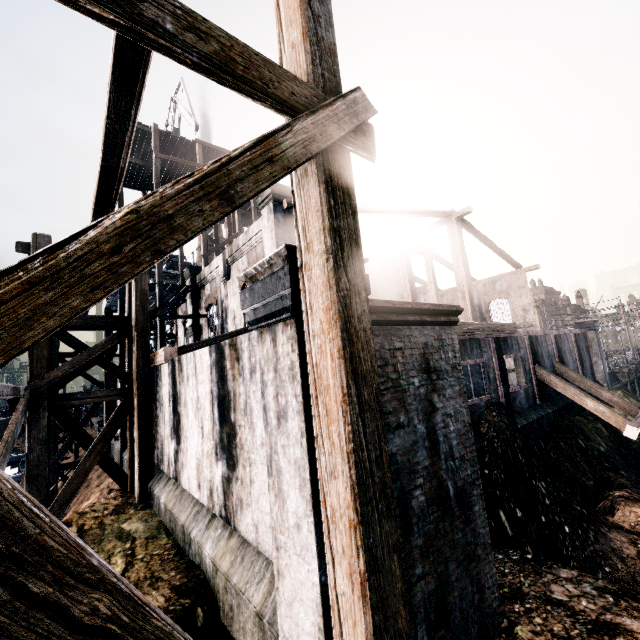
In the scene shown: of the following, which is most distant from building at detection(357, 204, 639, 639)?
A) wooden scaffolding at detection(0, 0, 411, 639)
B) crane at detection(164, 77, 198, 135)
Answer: crane at detection(164, 77, 198, 135)

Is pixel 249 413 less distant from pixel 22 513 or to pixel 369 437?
pixel 369 437

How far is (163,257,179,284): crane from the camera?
36.4 meters

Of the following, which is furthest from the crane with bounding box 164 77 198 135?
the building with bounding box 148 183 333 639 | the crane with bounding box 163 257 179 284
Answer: the building with bounding box 148 183 333 639

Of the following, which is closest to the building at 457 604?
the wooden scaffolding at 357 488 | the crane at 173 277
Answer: the wooden scaffolding at 357 488

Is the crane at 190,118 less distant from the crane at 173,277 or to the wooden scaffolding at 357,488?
the crane at 173,277

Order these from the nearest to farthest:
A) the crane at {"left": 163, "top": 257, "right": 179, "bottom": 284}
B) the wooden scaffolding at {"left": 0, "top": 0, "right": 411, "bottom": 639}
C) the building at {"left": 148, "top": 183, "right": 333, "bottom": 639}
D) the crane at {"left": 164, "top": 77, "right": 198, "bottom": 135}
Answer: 1. the wooden scaffolding at {"left": 0, "top": 0, "right": 411, "bottom": 639}
2. the building at {"left": 148, "top": 183, "right": 333, "bottom": 639}
3. the crane at {"left": 164, "top": 77, "right": 198, "bottom": 135}
4. the crane at {"left": 163, "top": 257, "right": 179, "bottom": 284}

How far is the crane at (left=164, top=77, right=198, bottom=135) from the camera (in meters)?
28.19
